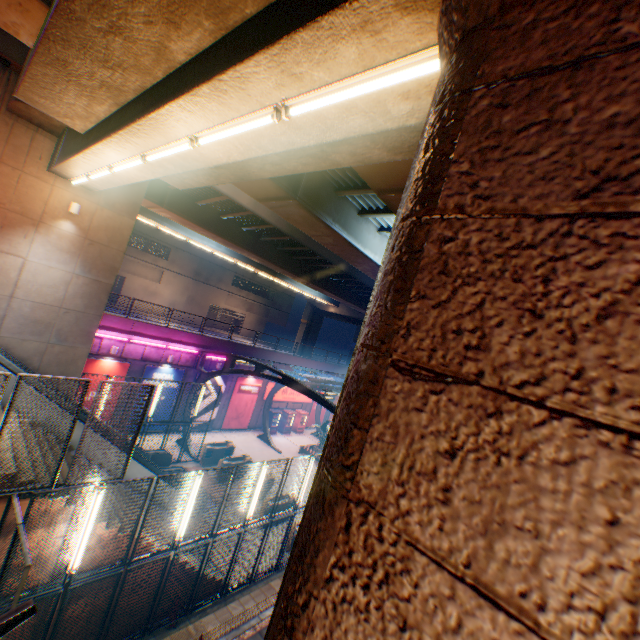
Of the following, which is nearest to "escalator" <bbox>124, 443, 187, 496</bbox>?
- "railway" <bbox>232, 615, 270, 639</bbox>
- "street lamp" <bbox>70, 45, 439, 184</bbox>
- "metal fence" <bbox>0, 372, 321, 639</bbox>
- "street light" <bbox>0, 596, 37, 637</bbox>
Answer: Answer: "metal fence" <bbox>0, 372, 321, 639</bbox>

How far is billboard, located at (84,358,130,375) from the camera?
17.9 meters

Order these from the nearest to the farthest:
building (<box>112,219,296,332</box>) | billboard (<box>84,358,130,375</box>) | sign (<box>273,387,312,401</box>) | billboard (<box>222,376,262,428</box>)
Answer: billboard (<box>84,358,130,375</box>) → billboard (<box>222,376,262,428</box>) → sign (<box>273,387,312,401</box>) → building (<box>112,219,296,332</box>)

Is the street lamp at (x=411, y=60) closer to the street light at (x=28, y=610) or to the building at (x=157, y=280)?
the street light at (x=28, y=610)

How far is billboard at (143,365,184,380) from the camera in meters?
20.3

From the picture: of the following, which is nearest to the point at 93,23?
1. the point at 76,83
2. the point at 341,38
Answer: the point at 76,83

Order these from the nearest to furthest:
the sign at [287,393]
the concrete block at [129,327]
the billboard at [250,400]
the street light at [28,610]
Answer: the street light at [28,610] < the concrete block at [129,327] < the billboard at [250,400] < the sign at [287,393]

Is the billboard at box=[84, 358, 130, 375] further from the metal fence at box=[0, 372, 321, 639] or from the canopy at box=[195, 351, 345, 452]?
the canopy at box=[195, 351, 345, 452]
